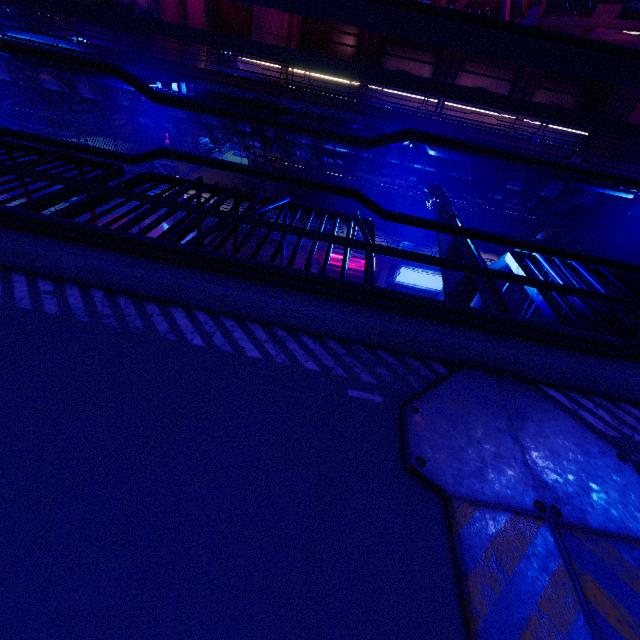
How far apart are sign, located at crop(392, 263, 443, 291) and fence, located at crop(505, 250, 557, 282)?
17.5m

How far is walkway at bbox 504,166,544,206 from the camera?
12.2 meters

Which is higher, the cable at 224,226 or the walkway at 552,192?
the cable at 224,226

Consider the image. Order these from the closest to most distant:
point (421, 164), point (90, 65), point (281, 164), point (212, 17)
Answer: point (90, 65) < point (421, 164) < point (281, 164) < point (212, 17)

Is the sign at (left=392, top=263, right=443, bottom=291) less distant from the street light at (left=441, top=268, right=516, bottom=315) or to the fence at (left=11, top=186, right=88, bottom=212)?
the street light at (left=441, top=268, right=516, bottom=315)

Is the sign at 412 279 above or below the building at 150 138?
below

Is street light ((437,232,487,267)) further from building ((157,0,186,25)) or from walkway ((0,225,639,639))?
building ((157,0,186,25))
